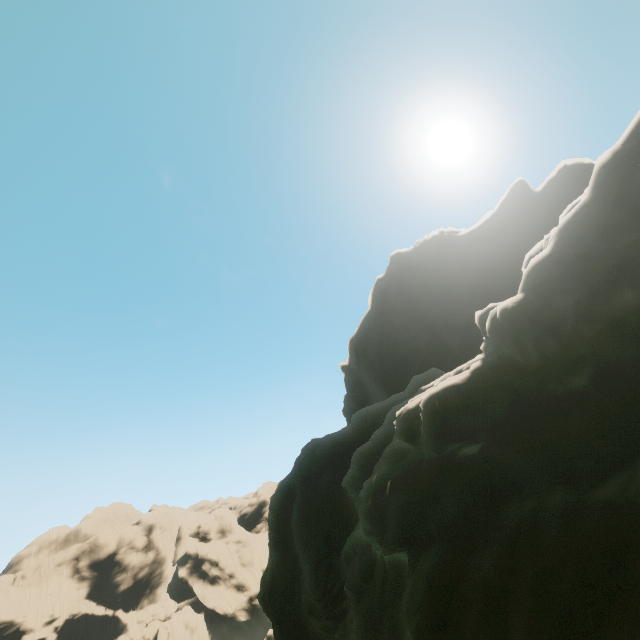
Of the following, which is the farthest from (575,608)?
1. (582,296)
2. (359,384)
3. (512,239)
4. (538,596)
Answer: (359,384)

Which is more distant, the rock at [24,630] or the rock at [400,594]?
the rock at [24,630]

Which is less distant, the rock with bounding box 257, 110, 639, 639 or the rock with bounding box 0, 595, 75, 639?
the rock with bounding box 257, 110, 639, 639
